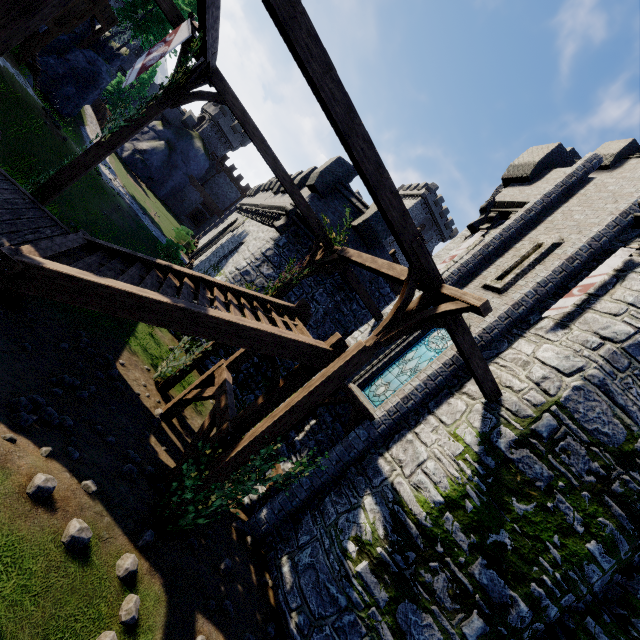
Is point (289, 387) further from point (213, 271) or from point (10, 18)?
point (213, 271)

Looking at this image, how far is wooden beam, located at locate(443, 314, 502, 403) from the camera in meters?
6.5 m

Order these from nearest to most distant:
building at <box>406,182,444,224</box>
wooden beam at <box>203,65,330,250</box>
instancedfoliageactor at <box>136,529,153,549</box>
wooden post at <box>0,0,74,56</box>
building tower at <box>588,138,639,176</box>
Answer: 1. wooden post at <box>0,0,74,56</box>
2. instancedfoliageactor at <box>136,529,153,549</box>
3. wooden beam at <box>203,65,330,250</box>
4. building tower at <box>588,138,639,176</box>
5. building at <box>406,182,444,224</box>

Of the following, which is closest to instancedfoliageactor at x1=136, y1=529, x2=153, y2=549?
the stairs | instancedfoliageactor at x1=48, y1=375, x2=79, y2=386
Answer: the stairs

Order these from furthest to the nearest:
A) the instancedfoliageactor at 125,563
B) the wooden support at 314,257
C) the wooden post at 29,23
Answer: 1. the wooden support at 314,257
2. the instancedfoliageactor at 125,563
3. the wooden post at 29,23

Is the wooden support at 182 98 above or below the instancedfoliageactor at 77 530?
above

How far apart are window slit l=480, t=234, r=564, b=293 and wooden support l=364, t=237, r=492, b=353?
4.1 meters

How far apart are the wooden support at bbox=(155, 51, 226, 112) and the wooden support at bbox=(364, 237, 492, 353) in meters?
6.6 m
